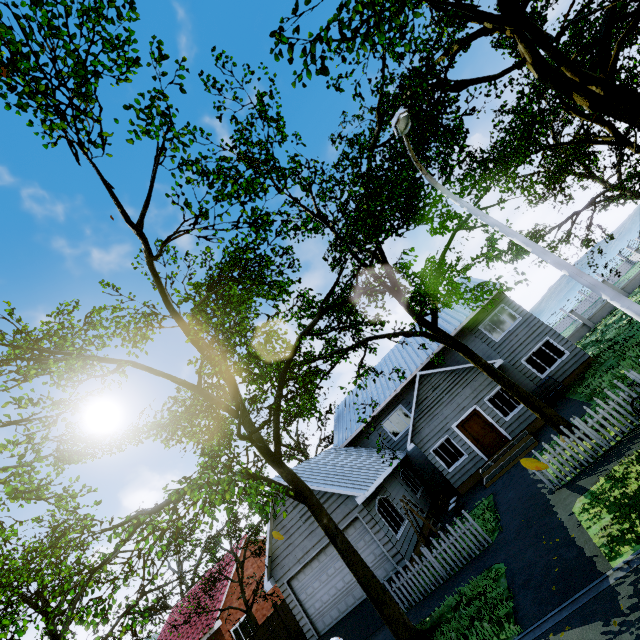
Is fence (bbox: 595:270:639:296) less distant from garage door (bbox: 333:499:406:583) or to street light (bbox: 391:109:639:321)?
garage door (bbox: 333:499:406:583)

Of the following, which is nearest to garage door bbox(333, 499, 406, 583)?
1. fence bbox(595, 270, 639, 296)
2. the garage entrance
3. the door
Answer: the garage entrance

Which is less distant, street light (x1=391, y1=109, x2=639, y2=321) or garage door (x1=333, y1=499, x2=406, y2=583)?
street light (x1=391, y1=109, x2=639, y2=321)

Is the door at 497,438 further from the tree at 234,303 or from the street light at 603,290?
the street light at 603,290

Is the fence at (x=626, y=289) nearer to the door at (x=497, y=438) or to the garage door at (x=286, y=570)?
the garage door at (x=286, y=570)

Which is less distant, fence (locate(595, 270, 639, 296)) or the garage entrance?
the garage entrance

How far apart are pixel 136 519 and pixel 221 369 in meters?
5.3 m

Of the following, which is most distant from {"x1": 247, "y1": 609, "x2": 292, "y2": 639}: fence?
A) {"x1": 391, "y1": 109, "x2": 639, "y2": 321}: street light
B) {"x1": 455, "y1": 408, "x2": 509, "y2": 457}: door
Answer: {"x1": 455, "y1": 408, "x2": 509, "y2": 457}: door
